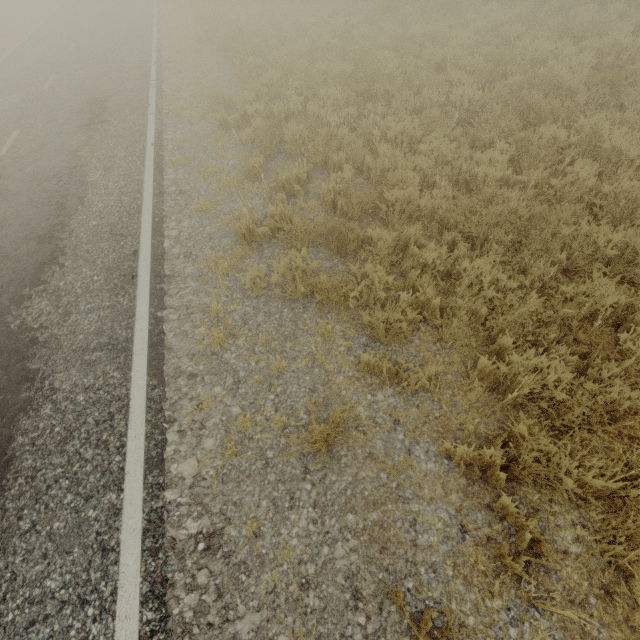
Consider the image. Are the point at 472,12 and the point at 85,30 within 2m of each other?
no
